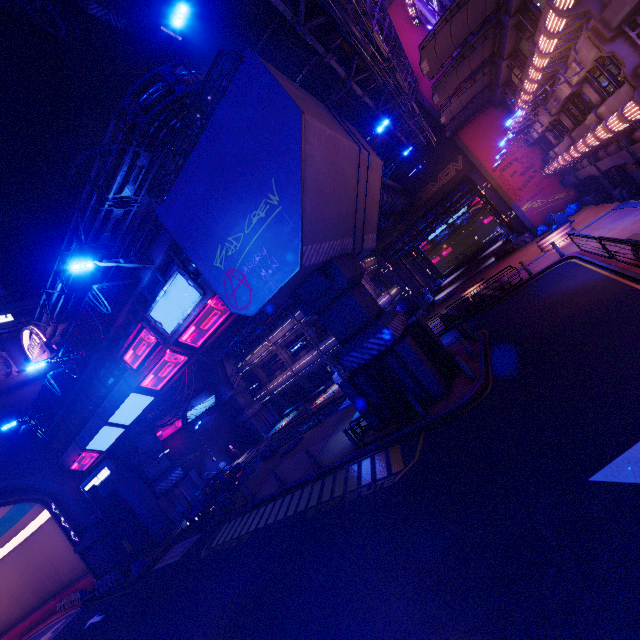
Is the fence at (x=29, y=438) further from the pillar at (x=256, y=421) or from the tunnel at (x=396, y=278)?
the tunnel at (x=396, y=278)

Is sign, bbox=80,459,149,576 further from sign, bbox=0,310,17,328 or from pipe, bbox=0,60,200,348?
sign, bbox=0,310,17,328

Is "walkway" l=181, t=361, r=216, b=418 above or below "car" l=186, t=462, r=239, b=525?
above

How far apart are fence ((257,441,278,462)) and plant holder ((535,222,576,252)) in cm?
2466

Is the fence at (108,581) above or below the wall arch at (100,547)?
below

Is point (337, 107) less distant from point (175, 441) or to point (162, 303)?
point (162, 303)

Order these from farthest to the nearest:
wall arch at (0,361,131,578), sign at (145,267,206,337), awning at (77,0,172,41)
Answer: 1. wall arch at (0,361,131,578)
2. sign at (145,267,206,337)
3. awning at (77,0,172,41)

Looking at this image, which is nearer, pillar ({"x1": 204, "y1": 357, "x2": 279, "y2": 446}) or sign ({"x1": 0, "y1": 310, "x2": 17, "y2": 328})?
sign ({"x1": 0, "y1": 310, "x2": 17, "y2": 328})
